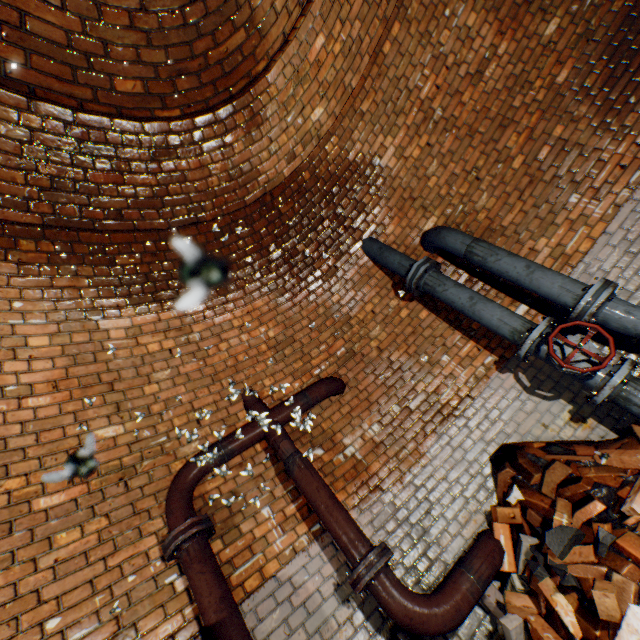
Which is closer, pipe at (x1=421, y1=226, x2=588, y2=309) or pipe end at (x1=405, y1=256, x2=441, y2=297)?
pipe at (x1=421, y1=226, x2=588, y2=309)

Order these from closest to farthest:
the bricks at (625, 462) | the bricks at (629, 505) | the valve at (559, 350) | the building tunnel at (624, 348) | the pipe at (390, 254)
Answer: the bricks at (625, 462) < the bricks at (629, 505) < the valve at (559, 350) < the building tunnel at (624, 348) < the pipe at (390, 254)

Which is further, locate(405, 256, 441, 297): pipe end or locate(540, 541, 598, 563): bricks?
locate(405, 256, 441, 297): pipe end

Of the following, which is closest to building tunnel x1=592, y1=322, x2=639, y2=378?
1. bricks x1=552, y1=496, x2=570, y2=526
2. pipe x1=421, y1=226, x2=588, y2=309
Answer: pipe x1=421, y1=226, x2=588, y2=309

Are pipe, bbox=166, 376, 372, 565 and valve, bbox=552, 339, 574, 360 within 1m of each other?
no

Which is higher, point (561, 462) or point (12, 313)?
point (12, 313)

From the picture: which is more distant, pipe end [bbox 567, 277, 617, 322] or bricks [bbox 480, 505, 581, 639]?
pipe end [bbox 567, 277, 617, 322]

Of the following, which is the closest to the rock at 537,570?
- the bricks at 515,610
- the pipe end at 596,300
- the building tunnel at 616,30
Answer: the bricks at 515,610
